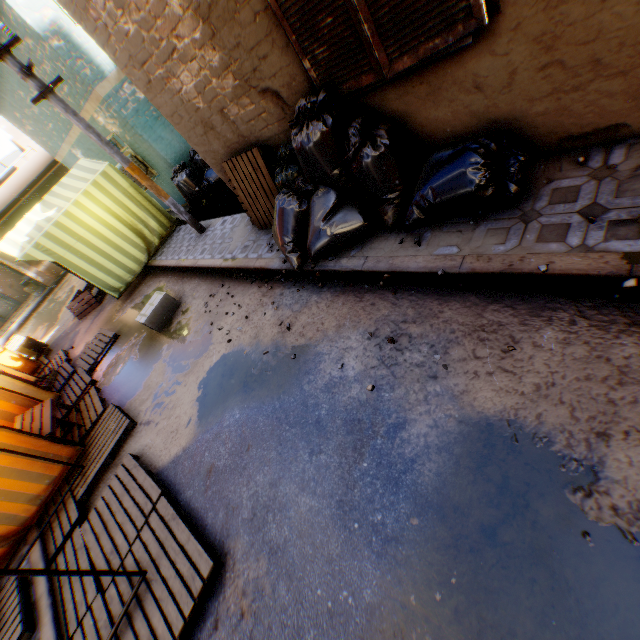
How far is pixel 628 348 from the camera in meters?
2.1

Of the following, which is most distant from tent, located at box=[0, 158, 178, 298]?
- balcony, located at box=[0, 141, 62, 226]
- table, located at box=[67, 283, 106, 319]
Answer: balcony, located at box=[0, 141, 62, 226]

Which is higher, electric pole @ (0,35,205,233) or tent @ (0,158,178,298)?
electric pole @ (0,35,205,233)

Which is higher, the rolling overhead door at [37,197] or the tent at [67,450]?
the rolling overhead door at [37,197]

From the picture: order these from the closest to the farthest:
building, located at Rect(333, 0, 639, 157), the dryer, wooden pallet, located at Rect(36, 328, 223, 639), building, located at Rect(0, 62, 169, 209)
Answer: building, located at Rect(333, 0, 639, 157) < wooden pallet, located at Rect(36, 328, 223, 639) < building, located at Rect(0, 62, 169, 209) < the dryer

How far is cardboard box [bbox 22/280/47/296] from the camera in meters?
17.4 m

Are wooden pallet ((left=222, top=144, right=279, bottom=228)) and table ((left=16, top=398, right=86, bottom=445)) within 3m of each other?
no

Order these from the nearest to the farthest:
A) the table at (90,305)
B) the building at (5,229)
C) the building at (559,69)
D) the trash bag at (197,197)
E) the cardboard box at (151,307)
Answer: the building at (559,69), the cardboard box at (151,307), the trash bag at (197,197), the table at (90,305), the building at (5,229)
